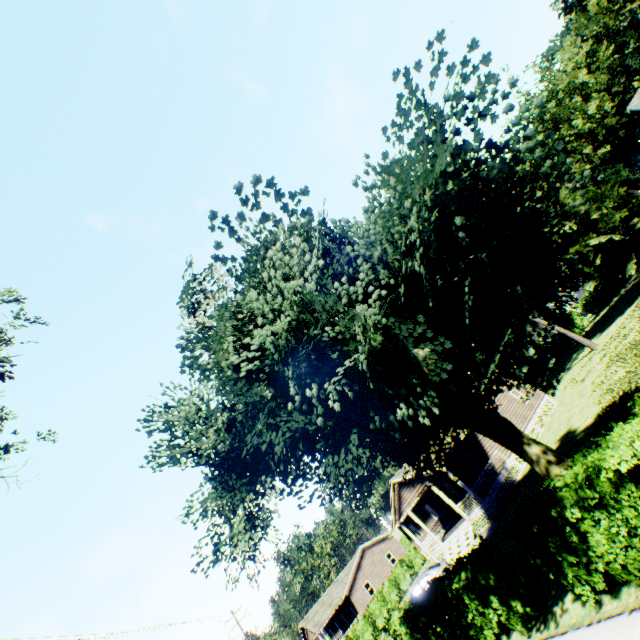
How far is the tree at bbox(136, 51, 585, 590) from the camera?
5.7 meters

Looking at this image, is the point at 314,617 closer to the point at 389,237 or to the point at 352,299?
the point at 352,299

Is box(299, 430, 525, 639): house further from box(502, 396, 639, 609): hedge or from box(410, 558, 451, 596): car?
box(502, 396, 639, 609): hedge

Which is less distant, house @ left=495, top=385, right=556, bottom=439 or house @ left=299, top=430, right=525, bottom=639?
house @ left=299, top=430, right=525, bottom=639

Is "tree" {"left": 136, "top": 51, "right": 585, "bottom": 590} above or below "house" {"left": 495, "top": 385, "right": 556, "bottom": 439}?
above

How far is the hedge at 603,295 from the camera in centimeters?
4918cm

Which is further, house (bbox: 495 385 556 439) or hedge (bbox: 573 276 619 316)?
hedge (bbox: 573 276 619 316)

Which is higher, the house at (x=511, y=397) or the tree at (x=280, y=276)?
the tree at (x=280, y=276)
